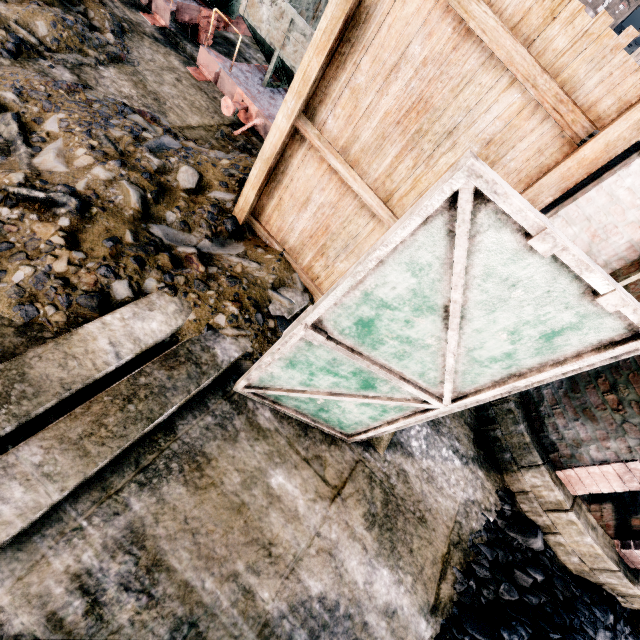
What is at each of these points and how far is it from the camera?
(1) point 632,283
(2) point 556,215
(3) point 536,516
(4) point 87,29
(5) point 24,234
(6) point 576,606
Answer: (1) building, 2.57m
(2) column, 2.88m
(3) furnace, 5.80m
(4) stone debris, 6.32m
(5) stone debris, 3.76m
(6) coal pile, 4.69m

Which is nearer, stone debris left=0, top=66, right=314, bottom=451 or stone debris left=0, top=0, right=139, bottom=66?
stone debris left=0, top=66, right=314, bottom=451

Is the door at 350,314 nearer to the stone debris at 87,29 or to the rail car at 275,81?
the rail car at 275,81

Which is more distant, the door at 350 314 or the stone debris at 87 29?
the stone debris at 87 29

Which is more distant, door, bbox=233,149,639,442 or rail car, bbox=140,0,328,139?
rail car, bbox=140,0,328,139

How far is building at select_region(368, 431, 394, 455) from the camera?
4.7 meters

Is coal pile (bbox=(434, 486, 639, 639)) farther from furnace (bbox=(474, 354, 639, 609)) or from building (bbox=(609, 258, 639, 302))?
building (bbox=(609, 258, 639, 302))

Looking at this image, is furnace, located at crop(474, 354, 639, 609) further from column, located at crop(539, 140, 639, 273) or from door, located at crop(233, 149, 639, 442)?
door, located at crop(233, 149, 639, 442)
